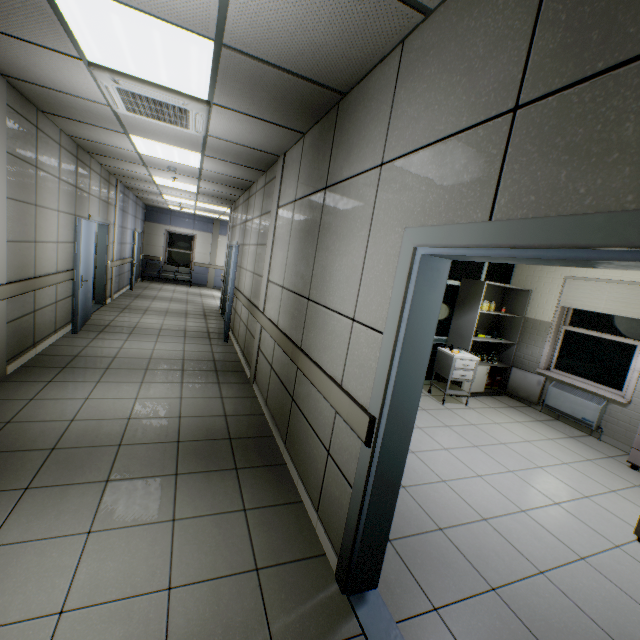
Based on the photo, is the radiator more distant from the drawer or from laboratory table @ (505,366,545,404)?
the drawer

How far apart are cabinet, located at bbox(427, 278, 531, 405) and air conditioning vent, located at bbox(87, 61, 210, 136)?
4.6m

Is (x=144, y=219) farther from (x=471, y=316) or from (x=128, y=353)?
(x=471, y=316)

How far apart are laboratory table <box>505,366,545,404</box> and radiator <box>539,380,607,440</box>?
0.1m

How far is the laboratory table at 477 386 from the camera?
5.9m

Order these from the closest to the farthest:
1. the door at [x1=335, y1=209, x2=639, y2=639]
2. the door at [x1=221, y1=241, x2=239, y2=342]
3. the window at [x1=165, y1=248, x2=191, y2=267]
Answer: the door at [x1=335, y1=209, x2=639, y2=639], the door at [x1=221, y1=241, x2=239, y2=342], the window at [x1=165, y1=248, x2=191, y2=267]

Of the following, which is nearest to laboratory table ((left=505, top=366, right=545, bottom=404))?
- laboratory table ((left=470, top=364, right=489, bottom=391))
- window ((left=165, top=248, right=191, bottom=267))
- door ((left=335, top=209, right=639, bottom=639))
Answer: laboratory table ((left=470, top=364, right=489, bottom=391))

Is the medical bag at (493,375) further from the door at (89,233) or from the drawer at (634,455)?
the door at (89,233)
